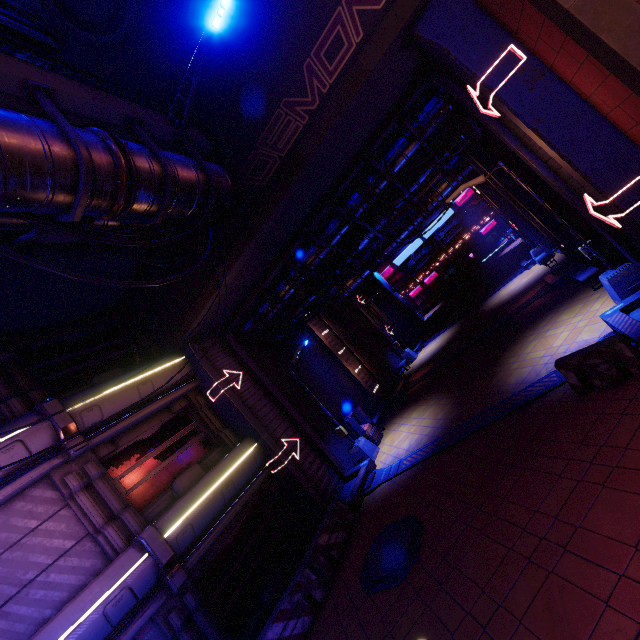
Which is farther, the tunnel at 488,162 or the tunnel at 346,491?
the tunnel at 488,162

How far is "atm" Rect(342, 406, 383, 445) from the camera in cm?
1584

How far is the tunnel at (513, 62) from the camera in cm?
689

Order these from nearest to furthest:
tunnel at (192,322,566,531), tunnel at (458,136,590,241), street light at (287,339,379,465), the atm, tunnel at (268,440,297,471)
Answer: tunnel at (192,322,566,531), tunnel at (268,440,297,471), tunnel at (458,136,590,241), street light at (287,339,379,465), the atm

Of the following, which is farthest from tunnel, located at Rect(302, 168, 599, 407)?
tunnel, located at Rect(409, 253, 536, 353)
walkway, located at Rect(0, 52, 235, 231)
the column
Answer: the column

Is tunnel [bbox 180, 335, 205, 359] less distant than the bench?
No

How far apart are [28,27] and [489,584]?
22.7m

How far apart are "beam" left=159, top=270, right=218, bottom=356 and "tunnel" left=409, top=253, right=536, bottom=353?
19.3 meters
